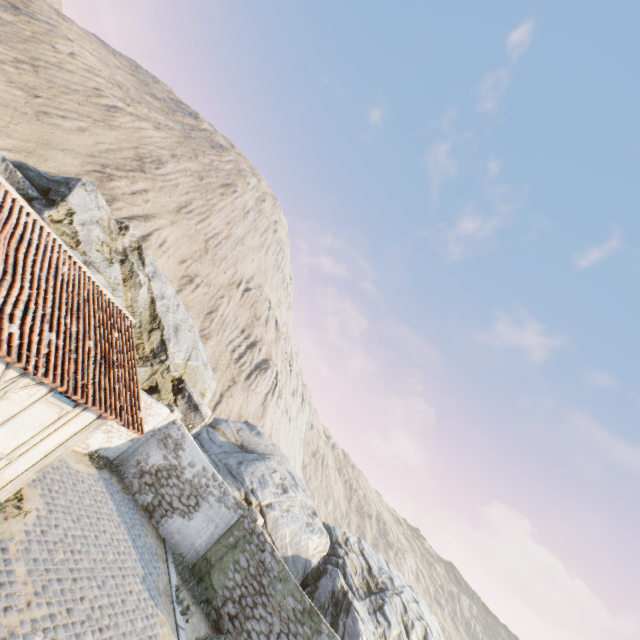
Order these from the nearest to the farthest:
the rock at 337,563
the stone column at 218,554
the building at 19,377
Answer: the building at 19,377, the stone column at 218,554, the rock at 337,563

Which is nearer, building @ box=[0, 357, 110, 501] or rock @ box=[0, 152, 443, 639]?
building @ box=[0, 357, 110, 501]

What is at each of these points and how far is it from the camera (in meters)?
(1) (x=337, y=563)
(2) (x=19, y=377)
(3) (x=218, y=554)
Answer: (1) rock, 18.20
(2) building, 6.19
(3) stone column, 12.65

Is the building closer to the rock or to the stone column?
the rock

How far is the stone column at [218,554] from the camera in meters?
12.4

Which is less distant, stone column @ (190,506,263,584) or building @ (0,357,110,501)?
building @ (0,357,110,501)

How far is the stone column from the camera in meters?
12.4 m

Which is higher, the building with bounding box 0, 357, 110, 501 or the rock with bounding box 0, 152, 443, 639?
the rock with bounding box 0, 152, 443, 639
